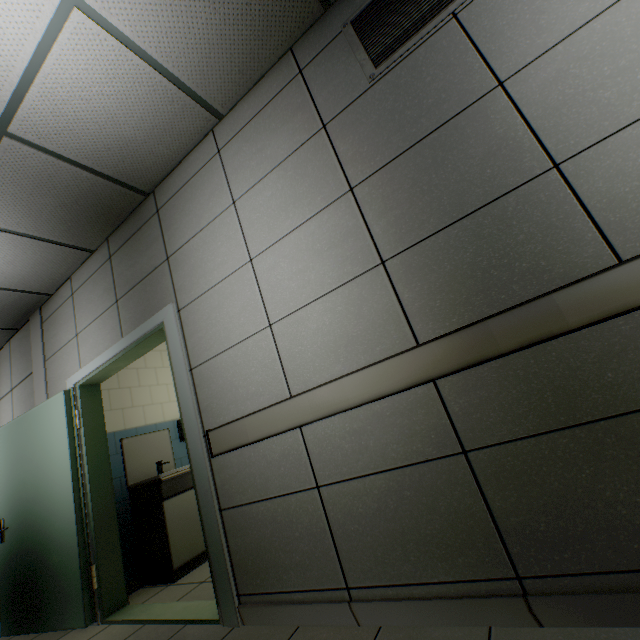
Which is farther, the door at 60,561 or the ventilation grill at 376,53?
the door at 60,561

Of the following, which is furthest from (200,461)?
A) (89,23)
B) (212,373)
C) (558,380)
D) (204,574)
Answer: (89,23)

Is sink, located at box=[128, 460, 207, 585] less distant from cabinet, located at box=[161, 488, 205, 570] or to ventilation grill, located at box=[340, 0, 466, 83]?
cabinet, located at box=[161, 488, 205, 570]

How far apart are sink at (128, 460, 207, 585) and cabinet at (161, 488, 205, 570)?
0.01m

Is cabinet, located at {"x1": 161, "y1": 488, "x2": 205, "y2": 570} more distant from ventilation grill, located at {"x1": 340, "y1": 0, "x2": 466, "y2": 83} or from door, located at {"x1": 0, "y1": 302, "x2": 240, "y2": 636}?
ventilation grill, located at {"x1": 340, "y1": 0, "x2": 466, "y2": 83}

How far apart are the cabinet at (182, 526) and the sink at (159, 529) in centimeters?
1cm

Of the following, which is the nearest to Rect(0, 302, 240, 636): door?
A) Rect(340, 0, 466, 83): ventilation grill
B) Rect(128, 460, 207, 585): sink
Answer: Rect(128, 460, 207, 585): sink

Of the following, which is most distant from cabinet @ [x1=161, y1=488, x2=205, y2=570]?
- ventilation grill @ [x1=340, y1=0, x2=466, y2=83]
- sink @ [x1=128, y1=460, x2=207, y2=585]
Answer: ventilation grill @ [x1=340, y1=0, x2=466, y2=83]
